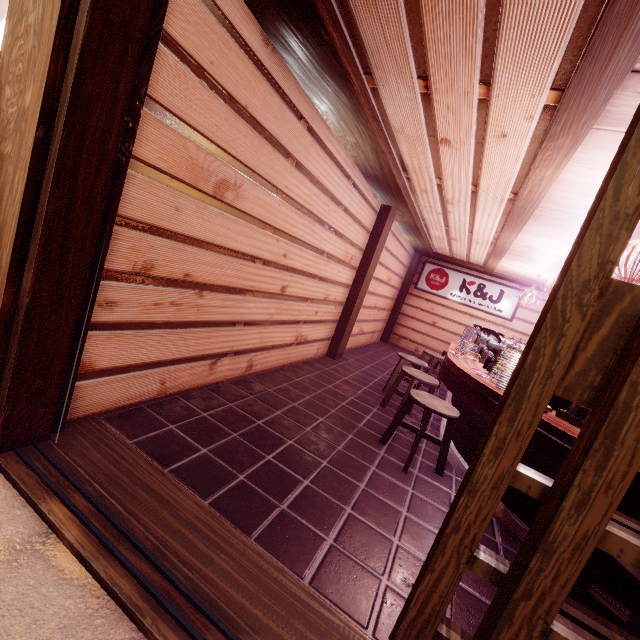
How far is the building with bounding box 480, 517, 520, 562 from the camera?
4.2m

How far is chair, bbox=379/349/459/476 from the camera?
5.28m

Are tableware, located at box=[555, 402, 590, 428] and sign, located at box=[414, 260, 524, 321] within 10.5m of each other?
no

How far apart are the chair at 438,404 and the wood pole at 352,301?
3.0m

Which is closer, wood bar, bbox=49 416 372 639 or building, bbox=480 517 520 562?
wood bar, bbox=49 416 372 639

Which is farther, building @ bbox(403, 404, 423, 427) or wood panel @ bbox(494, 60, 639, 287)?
building @ bbox(403, 404, 423, 427)

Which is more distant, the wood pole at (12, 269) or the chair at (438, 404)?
the chair at (438, 404)

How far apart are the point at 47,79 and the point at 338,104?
3.92m
